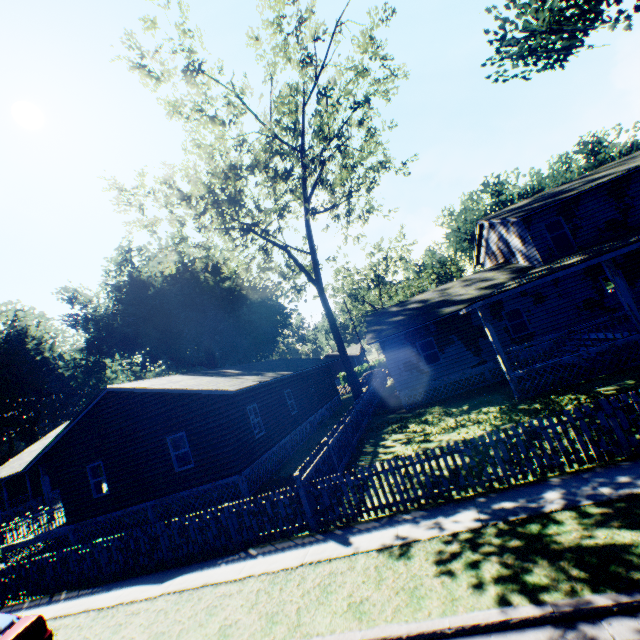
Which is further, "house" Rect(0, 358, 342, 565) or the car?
"house" Rect(0, 358, 342, 565)

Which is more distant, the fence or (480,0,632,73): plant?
(480,0,632,73): plant

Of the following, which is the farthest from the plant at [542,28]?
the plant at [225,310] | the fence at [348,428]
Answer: the fence at [348,428]

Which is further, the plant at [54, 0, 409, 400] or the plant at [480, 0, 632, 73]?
the plant at [54, 0, 409, 400]

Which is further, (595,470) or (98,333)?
(98,333)

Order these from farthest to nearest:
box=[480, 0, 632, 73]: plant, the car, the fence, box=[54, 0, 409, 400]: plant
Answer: box=[54, 0, 409, 400]: plant
box=[480, 0, 632, 73]: plant
the fence
the car

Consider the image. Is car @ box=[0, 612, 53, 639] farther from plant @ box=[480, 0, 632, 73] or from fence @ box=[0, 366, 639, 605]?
plant @ box=[480, 0, 632, 73]

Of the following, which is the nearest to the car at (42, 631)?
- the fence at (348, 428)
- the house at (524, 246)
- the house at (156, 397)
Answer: the fence at (348, 428)
